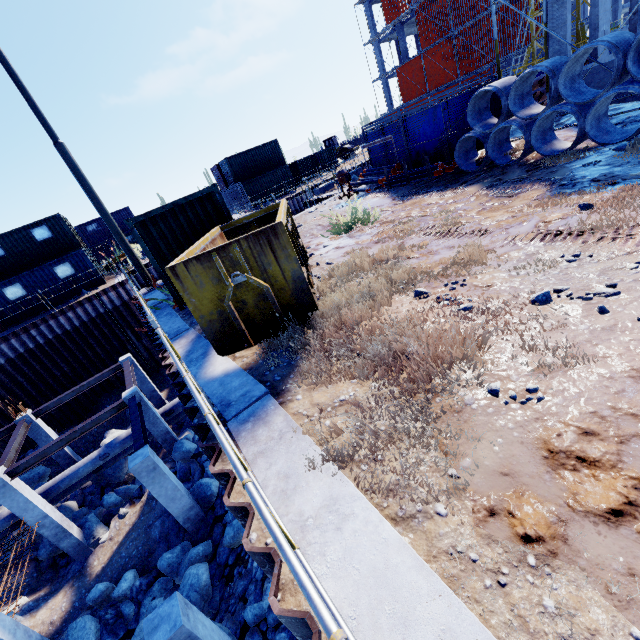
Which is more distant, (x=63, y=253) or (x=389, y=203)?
(x=63, y=253)

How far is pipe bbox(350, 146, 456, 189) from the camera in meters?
11.7

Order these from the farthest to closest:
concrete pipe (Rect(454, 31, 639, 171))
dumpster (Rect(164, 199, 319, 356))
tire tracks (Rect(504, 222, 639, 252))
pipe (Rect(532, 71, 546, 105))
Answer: pipe (Rect(532, 71, 546, 105))
concrete pipe (Rect(454, 31, 639, 171))
dumpster (Rect(164, 199, 319, 356))
tire tracks (Rect(504, 222, 639, 252))

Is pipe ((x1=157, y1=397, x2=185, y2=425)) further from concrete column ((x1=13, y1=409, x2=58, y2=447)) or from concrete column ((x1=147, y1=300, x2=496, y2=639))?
concrete column ((x1=147, y1=300, x2=496, y2=639))

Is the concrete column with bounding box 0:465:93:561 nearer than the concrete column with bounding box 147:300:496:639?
No

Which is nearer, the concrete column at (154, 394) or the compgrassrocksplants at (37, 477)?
the compgrassrocksplants at (37, 477)

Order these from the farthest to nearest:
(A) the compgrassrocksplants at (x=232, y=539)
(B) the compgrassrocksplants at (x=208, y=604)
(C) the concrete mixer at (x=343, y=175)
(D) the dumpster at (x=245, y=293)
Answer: (C) the concrete mixer at (x=343, y=175) → (A) the compgrassrocksplants at (x=232, y=539) → (B) the compgrassrocksplants at (x=208, y=604) → (D) the dumpster at (x=245, y=293)

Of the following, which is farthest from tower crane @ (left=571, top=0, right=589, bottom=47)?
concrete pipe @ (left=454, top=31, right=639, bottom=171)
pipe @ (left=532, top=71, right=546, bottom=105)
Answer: concrete pipe @ (left=454, top=31, right=639, bottom=171)
